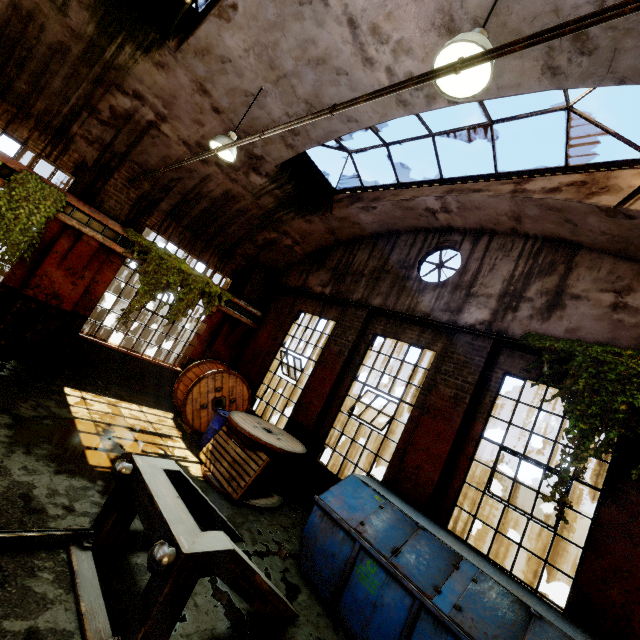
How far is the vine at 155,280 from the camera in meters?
8.5 m

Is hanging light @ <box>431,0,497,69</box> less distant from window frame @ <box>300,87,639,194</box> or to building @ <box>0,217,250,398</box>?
building @ <box>0,217,250,398</box>

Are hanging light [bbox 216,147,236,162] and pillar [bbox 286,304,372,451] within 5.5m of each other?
yes

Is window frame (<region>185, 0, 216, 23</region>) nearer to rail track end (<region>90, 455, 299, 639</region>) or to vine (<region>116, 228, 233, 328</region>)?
vine (<region>116, 228, 233, 328</region>)

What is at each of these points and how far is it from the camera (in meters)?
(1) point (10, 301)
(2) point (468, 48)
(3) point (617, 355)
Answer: (1) building, 7.55
(2) hanging light, 2.76
(3) vine, 5.00

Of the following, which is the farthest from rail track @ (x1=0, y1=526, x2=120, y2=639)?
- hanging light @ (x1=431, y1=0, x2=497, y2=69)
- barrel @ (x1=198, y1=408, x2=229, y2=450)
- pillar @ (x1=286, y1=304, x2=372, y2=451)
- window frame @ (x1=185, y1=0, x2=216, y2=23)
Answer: window frame @ (x1=185, y1=0, x2=216, y2=23)

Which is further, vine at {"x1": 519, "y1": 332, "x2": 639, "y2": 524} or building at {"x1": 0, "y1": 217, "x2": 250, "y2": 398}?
building at {"x1": 0, "y1": 217, "x2": 250, "y2": 398}

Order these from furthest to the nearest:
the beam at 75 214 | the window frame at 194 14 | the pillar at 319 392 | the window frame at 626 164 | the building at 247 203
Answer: the pillar at 319 392
the beam at 75 214
the window frame at 194 14
the window frame at 626 164
the building at 247 203
